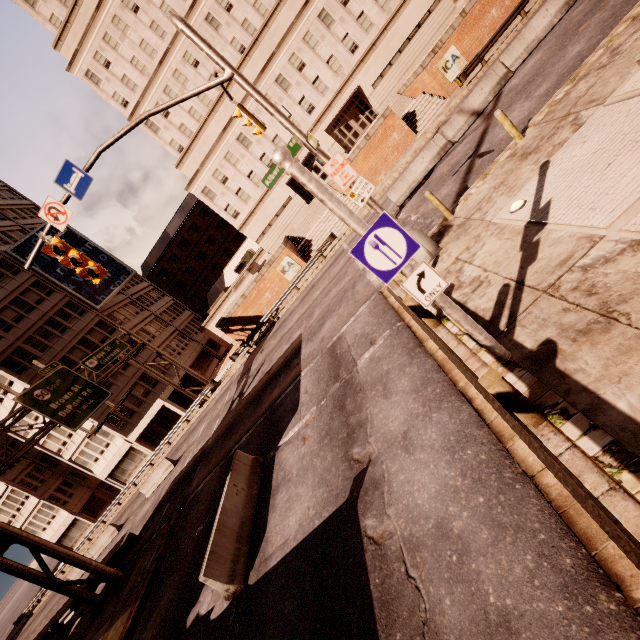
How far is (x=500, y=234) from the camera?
7.8m

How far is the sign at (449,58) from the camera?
24.5m

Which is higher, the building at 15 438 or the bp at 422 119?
the building at 15 438

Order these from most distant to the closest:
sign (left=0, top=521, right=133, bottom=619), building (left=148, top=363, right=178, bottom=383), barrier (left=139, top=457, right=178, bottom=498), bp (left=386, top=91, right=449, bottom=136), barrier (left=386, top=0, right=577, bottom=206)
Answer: building (left=148, top=363, right=178, bottom=383) < bp (left=386, top=91, right=449, bottom=136) < barrier (left=139, top=457, right=178, bottom=498) < barrier (left=386, top=0, right=577, bottom=206) < sign (left=0, top=521, right=133, bottom=619)

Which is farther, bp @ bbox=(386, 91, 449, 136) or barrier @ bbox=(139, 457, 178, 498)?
bp @ bbox=(386, 91, 449, 136)

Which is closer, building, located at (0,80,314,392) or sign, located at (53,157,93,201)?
sign, located at (53,157,93,201)

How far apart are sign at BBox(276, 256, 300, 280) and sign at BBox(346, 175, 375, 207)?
20.3 meters

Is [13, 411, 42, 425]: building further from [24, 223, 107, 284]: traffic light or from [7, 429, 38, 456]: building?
[24, 223, 107, 284]: traffic light
